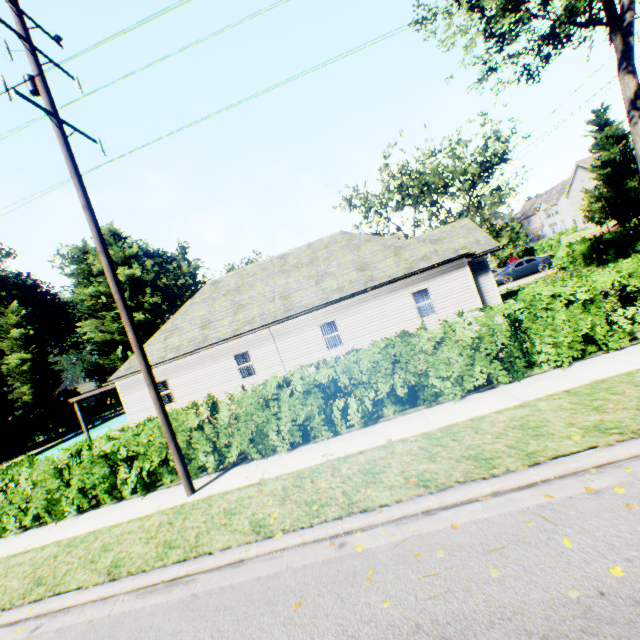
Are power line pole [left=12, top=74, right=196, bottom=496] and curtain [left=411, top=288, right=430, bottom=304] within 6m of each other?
no

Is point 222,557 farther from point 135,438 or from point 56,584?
point 135,438

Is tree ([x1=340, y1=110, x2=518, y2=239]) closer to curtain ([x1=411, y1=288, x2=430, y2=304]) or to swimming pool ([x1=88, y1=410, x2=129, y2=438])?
swimming pool ([x1=88, y1=410, x2=129, y2=438])

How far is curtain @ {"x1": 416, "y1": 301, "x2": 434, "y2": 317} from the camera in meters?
16.6 m

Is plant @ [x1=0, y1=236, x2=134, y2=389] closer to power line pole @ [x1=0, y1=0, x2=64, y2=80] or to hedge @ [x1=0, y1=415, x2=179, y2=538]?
hedge @ [x1=0, y1=415, x2=179, y2=538]

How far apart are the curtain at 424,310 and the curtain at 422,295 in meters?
0.1

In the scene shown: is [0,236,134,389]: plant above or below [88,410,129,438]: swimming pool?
above

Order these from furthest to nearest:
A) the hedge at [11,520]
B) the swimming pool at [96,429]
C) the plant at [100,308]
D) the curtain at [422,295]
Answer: the plant at [100,308]
the swimming pool at [96,429]
the curtain at [422,295]
the hedge at [11,520]
